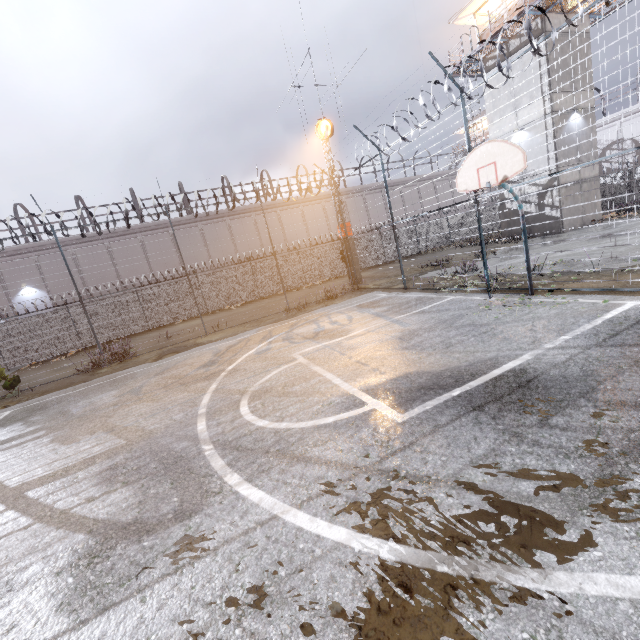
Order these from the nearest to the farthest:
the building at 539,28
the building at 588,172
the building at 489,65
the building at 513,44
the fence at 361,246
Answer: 1. the fence at 361,246
2. the building at 539,28
3. the building at 513,44
4. the building at 588,172
5. the building at 489,65

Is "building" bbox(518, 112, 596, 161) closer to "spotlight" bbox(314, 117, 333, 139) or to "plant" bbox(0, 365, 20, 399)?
"spotlight" bbox(314, 117, 333, 139)

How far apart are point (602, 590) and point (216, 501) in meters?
3.2

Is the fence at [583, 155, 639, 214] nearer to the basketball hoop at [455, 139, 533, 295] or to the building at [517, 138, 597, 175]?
the basketball hoop at [455, 139, 533, 295]

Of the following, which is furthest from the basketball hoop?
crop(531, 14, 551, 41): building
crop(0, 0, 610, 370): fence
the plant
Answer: the plant

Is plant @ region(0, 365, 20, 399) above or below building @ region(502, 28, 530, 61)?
below

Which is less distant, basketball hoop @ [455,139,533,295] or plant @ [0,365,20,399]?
basketball hoop @ [455,139,533,295]

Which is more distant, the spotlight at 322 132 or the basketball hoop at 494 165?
the spotlight at 322 132
